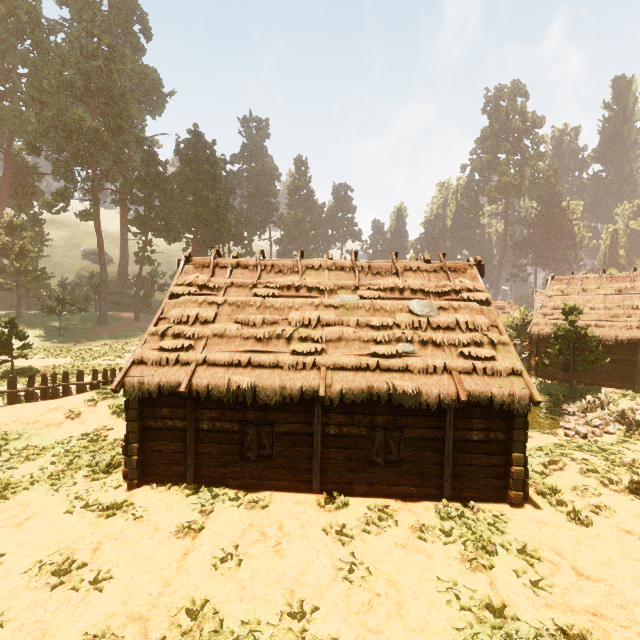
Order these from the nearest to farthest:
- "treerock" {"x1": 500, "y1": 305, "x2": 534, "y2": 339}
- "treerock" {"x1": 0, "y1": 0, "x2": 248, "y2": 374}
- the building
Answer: the building
"treerock" {"x1": 500, "y1": 305, "x2": 534, "y2": 339}
"treerock" {"x1": 0, "y1": 0, "x2": 248, "y2": 374}

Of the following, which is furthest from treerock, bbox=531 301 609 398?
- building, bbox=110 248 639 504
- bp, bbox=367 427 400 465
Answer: bp, bbox=367 427 400 465

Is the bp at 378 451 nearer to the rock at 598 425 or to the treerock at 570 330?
the treerock at 570 330

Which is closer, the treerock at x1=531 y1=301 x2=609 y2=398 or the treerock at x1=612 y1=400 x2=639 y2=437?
the treerock at x1=612 y1=400 x2=639 y2=437

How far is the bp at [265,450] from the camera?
10.15m

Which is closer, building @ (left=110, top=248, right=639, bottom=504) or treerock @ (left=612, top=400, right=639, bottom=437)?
building @ (left=110, top=248, right=639, bottom=504)

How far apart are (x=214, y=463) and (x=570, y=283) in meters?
28.9

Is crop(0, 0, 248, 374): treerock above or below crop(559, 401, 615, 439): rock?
above
